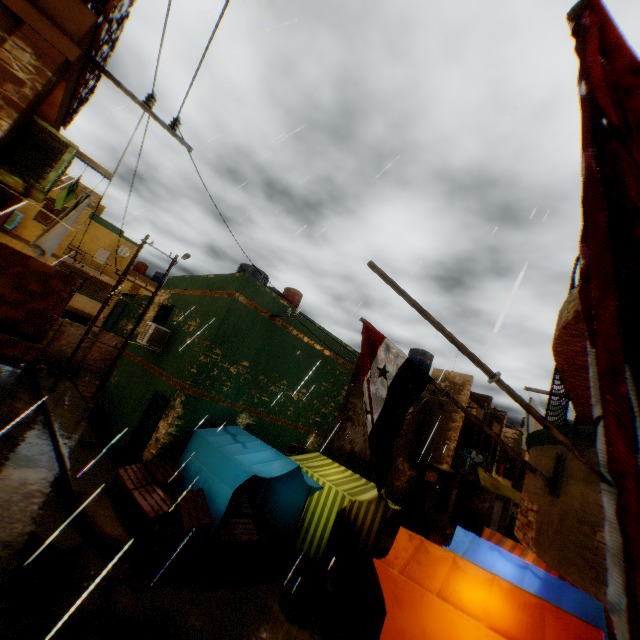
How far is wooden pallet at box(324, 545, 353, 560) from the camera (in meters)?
9.78

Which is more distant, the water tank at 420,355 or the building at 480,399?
the water tank at 420,355

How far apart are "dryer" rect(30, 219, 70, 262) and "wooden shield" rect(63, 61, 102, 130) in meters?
0.5

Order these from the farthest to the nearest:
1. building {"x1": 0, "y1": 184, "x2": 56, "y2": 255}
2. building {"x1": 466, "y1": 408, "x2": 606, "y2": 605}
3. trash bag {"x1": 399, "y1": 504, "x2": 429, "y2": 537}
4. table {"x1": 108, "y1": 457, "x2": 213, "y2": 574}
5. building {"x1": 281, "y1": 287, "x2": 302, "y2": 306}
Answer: building {"x1": 281, "y1": 287, "x2": 302, "y2": 306} → trash bag {"x1": 399, "y1": 504, "x2": 429, "y2": 537} → building {"x1": 0, "y1": 184, "x2": 56, "y2": 255} → table {"x1": 108, "y1": 457, "x2": 213, "y2": 574} → building {"x1": 466, "y1": 408, "x2": 606, "y2": 605}

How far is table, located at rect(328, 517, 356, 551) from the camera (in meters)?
10.43

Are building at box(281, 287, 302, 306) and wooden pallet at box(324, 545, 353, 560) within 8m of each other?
no

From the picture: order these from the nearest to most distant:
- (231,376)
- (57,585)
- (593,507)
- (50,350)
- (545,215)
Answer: (593,507), (57,585), (545,215), (231,376), (50,350)

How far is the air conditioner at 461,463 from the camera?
16.1m
